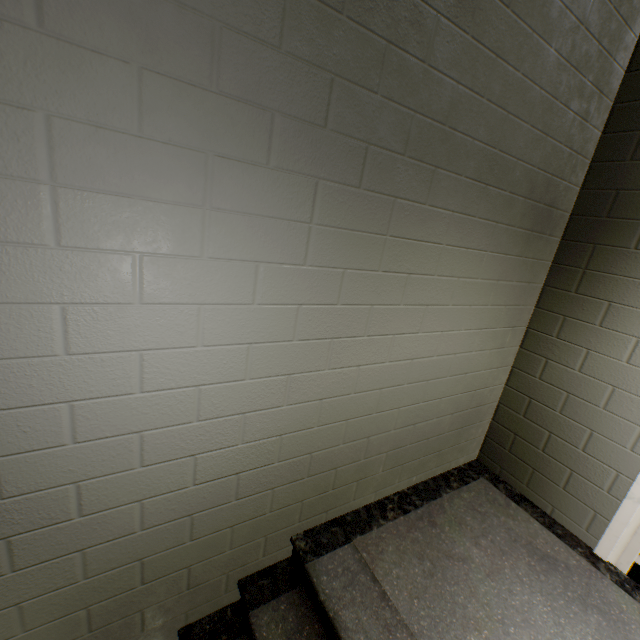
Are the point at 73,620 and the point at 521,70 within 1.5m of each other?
no
